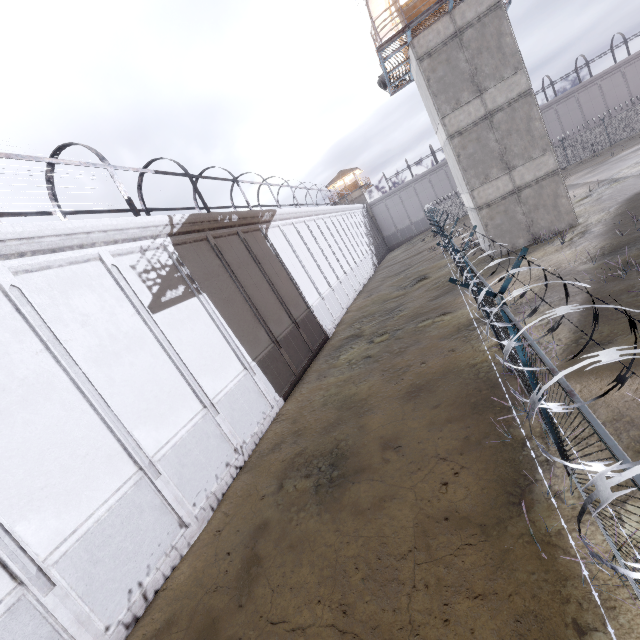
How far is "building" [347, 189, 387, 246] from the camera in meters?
53.4

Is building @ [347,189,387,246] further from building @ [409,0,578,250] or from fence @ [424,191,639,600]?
building @ [409,0,578,250]

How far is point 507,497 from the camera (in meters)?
5.02

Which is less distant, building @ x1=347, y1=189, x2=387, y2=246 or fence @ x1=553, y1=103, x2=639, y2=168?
fence @ x1=553, y1=103, x2=639, y2=168

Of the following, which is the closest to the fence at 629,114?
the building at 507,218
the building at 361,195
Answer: the building at 507,218

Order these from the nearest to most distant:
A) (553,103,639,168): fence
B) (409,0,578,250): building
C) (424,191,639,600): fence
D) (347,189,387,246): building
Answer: (424,191,639,600): fence < (409,0,578,250): building < (553,103,639,168): fence < (347,189,387,246): building
